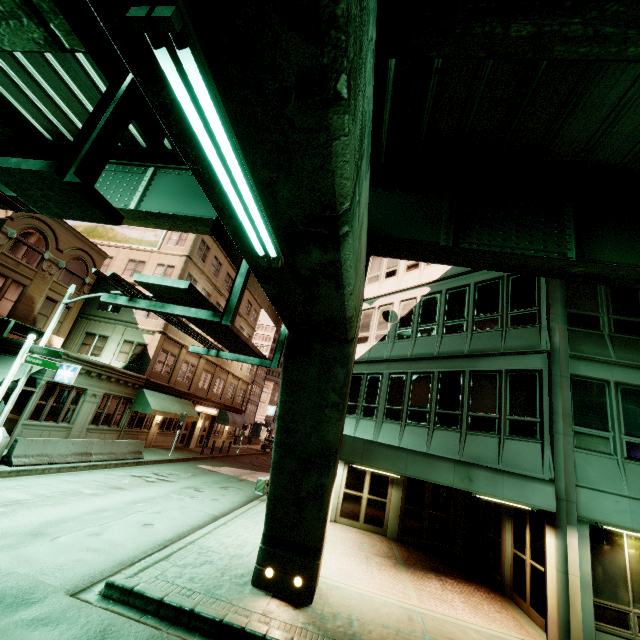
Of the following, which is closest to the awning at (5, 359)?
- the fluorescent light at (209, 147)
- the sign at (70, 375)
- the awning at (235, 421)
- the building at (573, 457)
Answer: the sign at (70, 375)

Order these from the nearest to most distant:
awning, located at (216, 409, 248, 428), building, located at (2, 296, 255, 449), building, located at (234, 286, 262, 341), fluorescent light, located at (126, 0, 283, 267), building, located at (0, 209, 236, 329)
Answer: fluorescent light, located at (126, 0, 283, 267), building, located at (2, 296, 255, 449), building, located at (0, 209, 236, 329), awning, located at (216, 409, 248, 428), building, located at (234, 286, 262, 341)

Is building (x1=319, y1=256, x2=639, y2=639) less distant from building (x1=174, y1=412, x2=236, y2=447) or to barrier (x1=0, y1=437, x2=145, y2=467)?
barrier (x1=0, y1=437, x2=145, y2=467)

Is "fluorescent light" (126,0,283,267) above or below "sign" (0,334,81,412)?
above

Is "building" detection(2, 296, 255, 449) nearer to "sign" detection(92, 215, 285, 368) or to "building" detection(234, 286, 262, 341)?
"building" detection(234, 286, 262, 341)

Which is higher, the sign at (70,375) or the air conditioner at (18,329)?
the air conditioner at (18,329)

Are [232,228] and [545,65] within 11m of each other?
yes

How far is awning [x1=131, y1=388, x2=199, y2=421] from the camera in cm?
2173
